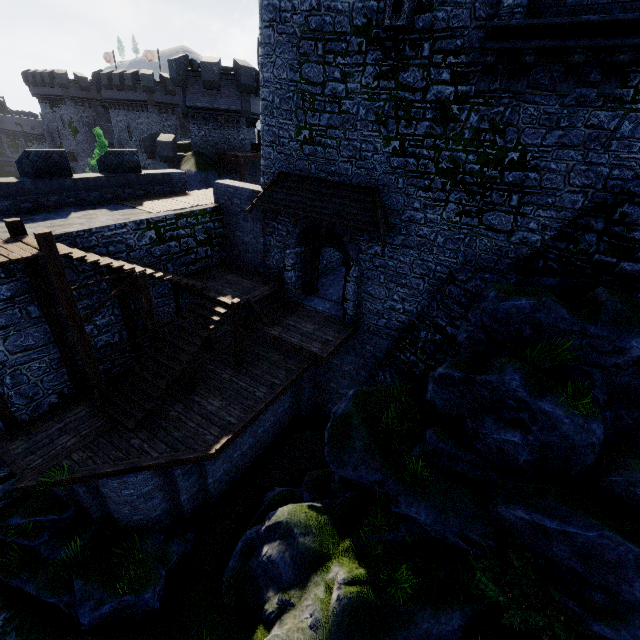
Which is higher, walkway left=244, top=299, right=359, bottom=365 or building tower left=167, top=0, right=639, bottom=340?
building tower left=167, top=0, right=639, bottom=340

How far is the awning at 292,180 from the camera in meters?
11.3

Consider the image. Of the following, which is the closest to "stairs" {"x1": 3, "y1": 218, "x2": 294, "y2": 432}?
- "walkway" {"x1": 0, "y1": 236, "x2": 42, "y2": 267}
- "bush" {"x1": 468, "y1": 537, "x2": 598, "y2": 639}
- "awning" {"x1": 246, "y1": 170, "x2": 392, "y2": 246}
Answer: "walkway" {"x1": 0, "y1": 236, "x2": 42, "y2": 267}

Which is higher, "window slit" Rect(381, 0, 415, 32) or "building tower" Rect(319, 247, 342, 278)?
"window slit" Rect(381, 0, 415, 32)

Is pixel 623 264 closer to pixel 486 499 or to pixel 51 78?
pixel 486 499

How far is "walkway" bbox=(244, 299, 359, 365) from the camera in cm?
1233

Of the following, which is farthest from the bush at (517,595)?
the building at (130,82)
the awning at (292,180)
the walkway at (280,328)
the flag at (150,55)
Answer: the flag at (150,55)

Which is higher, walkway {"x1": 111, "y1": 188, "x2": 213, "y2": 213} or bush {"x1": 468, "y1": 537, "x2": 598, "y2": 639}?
walkway {"x1": 111, "y1": 188, "x2": 213, "y2": 213}
